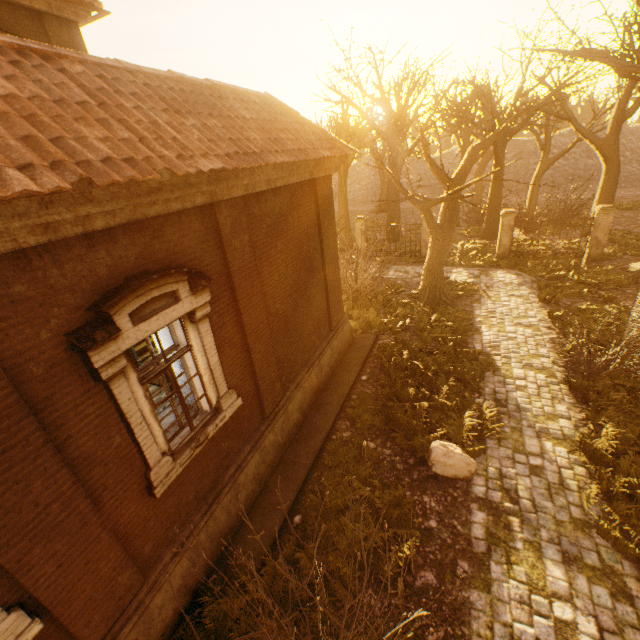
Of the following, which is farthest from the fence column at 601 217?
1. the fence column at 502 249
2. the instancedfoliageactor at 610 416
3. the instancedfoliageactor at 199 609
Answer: the instancedfoliageactor at 199 609

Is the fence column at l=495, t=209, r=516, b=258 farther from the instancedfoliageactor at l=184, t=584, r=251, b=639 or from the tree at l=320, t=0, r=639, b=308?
the instancedfoliageactor at l=184, t=584, r=251, b=639

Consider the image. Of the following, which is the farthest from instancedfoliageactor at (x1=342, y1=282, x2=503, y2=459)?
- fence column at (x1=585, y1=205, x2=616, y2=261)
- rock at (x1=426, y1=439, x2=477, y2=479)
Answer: fence column at (x1=585, y1=205, x2=616, y2=261)

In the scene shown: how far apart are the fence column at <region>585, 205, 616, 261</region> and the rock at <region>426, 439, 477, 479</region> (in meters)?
14.89

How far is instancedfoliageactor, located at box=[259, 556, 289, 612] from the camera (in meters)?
4.89

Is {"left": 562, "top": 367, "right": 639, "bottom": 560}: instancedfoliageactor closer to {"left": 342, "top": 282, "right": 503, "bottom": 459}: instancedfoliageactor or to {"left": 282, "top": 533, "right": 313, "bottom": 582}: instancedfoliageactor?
{"left": 342, "top": 282, "right": 503, "bottom": 459}: instancedfoliageactor

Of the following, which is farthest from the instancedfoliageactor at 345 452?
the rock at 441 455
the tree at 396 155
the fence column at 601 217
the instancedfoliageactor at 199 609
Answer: the fence column at 601 217

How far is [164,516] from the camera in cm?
477
